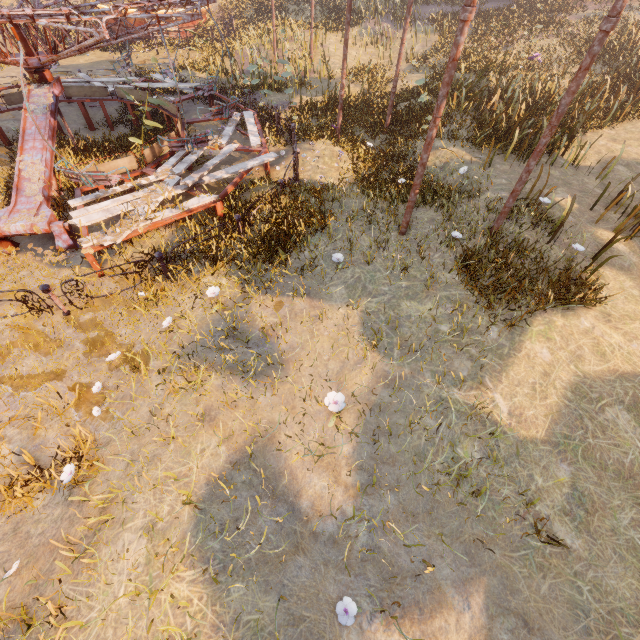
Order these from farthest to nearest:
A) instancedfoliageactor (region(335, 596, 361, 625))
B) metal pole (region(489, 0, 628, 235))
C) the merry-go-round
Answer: the merry-go-round
metal pole (region(489, 0, 628, 235))
instancedfoliageactor (region(335, 596, 361, 625))

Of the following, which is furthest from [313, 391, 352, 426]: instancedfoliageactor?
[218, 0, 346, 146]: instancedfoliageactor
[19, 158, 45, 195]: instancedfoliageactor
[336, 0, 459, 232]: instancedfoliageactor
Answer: [336, 0, 459, 232]: instancedfoliageactor

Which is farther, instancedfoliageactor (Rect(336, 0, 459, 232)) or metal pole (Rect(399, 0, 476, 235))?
instancedfoliageactor (Rect(336, 0, 459, 232))

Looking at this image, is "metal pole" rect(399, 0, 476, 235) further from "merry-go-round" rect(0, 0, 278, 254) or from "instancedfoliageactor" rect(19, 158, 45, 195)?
"instancedfoliageactor" rect(19, 158, 45, 195)

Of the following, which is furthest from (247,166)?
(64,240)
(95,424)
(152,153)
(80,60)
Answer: (80,60)

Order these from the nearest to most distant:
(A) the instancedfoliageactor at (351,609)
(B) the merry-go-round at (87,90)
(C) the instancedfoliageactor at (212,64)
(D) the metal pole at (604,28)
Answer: (A) the instancedfoliageactor at (351,609) < (D) the metal pole at (604,28) < (B) the merry-go-round at (87,90) < (C) the instancedfoliageactor at (212,64)

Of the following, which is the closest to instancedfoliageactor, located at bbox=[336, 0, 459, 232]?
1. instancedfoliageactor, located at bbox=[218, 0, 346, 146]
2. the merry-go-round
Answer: instancedfoliageactor, located at bbox=[218, 0, 346, 146]

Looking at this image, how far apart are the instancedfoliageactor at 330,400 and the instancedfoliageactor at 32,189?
8.1m
